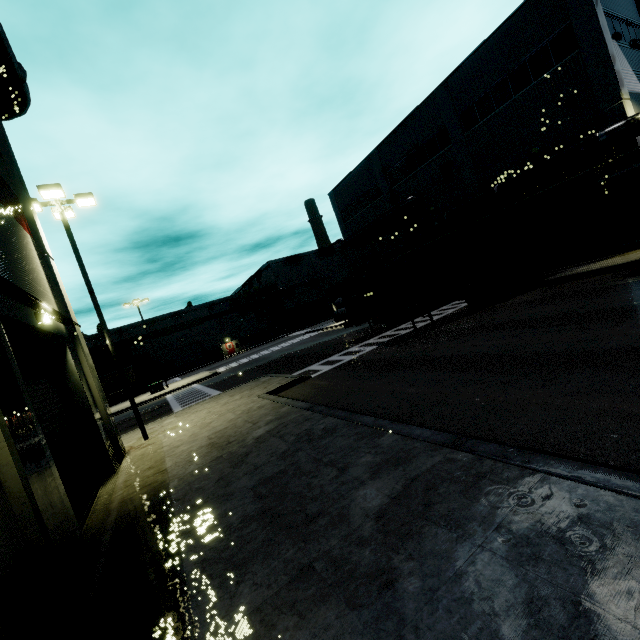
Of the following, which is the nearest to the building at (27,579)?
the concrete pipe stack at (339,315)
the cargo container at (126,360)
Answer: Result: the cargo container at (126,360)

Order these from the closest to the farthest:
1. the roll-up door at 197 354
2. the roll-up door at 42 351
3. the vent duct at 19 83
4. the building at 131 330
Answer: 1. the roll-up door at 42 351
2. the vent duct at 19 83
3. the building at 131 330
4. the roll-up door at 197 354

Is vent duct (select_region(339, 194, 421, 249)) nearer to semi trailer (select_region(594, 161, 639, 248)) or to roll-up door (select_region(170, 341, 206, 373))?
semi trailer (select_region(594, 161, 639, 248))

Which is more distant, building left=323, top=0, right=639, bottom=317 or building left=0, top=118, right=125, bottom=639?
building left=323, top=0, right=639, bottom=317

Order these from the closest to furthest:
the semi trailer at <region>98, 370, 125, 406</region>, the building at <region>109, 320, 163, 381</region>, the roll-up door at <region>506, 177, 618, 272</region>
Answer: the roll-up door at <region>506, 177, 618, 272</region>, the semi trailer at <region>98, 370, 125, 406</region>, the building at <region>109, 320, 163, 381</region>

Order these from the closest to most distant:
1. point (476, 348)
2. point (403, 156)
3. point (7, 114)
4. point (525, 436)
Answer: point (525, 436) → point (476, 348) → point (7, 114) → point (403, 156)

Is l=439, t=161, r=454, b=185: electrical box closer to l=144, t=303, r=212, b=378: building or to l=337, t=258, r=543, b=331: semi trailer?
l=144, t=303, r=212, b=378: building

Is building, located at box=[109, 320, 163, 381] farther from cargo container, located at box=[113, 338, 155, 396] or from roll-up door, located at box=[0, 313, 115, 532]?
cargo container, located at box=[113, 338, 155, 396]
